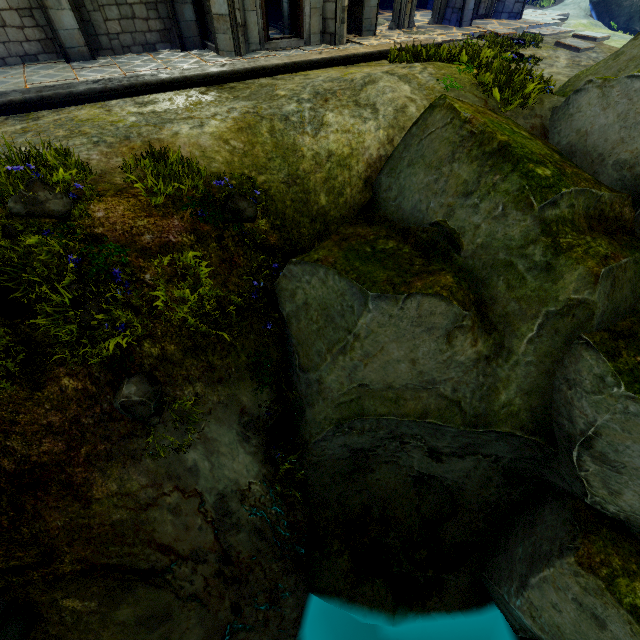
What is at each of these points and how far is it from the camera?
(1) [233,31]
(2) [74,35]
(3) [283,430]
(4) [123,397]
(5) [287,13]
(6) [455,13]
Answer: (1) building, 9.09m
(2) stone column, 8.64m
(3) plant, 6.24m
(4) plant, 4.15m
(5) stone column, 11.48m
(6) stone column, 13.15m

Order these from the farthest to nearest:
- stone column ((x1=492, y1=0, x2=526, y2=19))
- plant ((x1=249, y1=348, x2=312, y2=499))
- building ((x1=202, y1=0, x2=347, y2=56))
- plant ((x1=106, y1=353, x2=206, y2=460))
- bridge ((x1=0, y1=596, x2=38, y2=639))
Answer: stone column ((x1=492, y1=0, x2=526, y2=19)), building ((x1=202, y1=0, x2=347, y2=56)), plant ((x1=249, y1=348, x2=312, y2=499)), plant ((x1=106, y1=353, x2=206, y2=460)), bridge ((x1=0, y1=596, x2=38, y2=639))

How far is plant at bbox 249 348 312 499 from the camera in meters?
6.0 m

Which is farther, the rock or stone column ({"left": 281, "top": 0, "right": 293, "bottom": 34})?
stone column ({"left": 281, "top": 0, "right": 293, "bottom": 34})

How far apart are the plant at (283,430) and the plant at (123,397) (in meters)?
1.61

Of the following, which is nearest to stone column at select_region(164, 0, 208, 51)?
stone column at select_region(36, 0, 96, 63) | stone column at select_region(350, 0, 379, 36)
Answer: stone column at select_region(36, 0, 96, 63)

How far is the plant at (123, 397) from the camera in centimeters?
423cm

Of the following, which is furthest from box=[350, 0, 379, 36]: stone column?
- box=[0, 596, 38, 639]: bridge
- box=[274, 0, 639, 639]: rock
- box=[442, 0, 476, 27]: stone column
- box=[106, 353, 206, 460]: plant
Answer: box=[0, 596, 38, 639]: bridge
